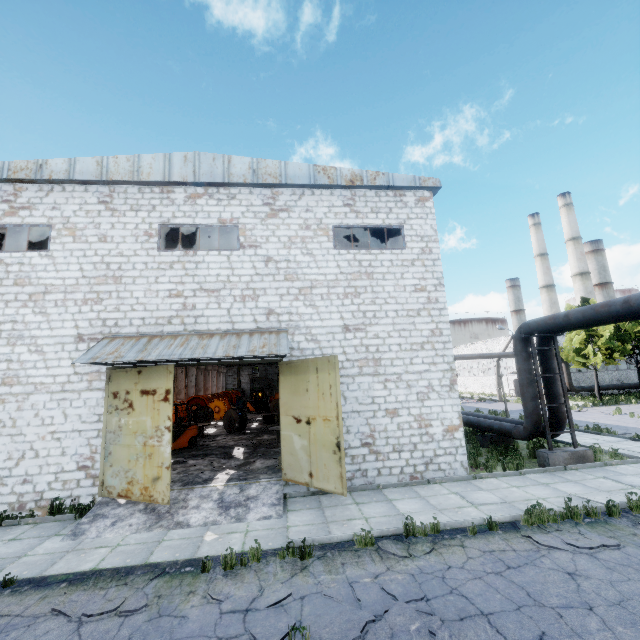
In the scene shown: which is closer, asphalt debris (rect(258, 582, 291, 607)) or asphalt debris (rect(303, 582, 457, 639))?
asphalt debris (rect(303, 582, 457, 639))

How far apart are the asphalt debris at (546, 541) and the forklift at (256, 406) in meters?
28.8

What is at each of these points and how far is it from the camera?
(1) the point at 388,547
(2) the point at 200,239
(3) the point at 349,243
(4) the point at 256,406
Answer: (1) asphalt debris, 6.6 meters
(2) column beam, 16.5 meters
(3) column beam, 17.4 meters
(4) forklift, 34.3 meters

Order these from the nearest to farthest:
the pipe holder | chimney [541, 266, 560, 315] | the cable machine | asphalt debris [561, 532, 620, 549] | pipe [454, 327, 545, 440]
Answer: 1. asphalt debris [561, 532, 620, 549]
2. the pipe holder
3. pipe [454, 327, 545, 440]
4. the cable machine
5. chimney [541, 266, 560, 315]

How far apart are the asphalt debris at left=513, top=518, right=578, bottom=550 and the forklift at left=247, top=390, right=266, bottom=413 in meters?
28.8 m

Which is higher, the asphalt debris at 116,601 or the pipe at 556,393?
the pipe at 556,393

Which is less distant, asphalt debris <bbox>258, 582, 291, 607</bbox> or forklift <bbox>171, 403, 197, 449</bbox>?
asphalt debris <bbox>258, 582, 291, 607</bbox>

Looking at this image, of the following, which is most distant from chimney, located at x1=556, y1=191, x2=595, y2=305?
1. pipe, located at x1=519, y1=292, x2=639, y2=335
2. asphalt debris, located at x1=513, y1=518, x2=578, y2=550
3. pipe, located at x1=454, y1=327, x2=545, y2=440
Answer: asphalt debris, located at x1=513, y1=518, x2=578, y2=550
